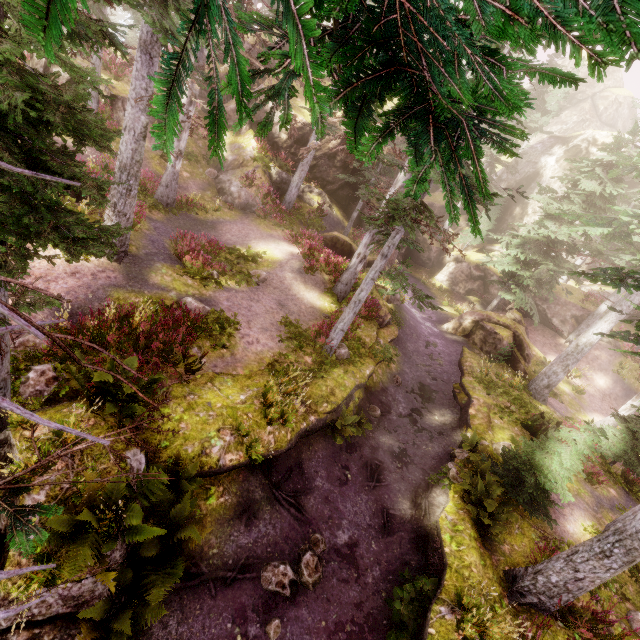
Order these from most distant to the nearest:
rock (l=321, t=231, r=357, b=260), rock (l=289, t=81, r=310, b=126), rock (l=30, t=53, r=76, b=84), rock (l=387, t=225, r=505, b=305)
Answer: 1. rock (l=387, t=225, r=505, b=305)
2. rock (l=289, t=81, r=310, b=126)
3. rock (l=321, t=231, r=357, b=260)
4. rock (l=30, t=53, r=76, b=84)

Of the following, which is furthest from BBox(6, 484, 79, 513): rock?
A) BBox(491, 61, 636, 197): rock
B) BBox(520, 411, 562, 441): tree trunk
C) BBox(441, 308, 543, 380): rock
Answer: BBox(441, 308, 543, 380): rock

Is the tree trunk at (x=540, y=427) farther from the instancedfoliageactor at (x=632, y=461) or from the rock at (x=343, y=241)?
the rock at (x=343, y=241)

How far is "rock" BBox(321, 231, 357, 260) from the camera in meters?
20.0

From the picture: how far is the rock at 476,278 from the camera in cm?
3195

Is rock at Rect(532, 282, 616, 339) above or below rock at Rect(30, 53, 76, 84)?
above

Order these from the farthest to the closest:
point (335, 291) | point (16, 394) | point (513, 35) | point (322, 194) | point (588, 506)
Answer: point (322, 194) < point (335, 291) < point (588, 506) < point (16, 394) < point (513, 35)

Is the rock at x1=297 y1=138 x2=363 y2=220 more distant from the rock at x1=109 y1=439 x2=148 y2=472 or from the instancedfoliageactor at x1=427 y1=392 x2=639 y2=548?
the rock at x1=109 y1=439 x2=148 y2=472
